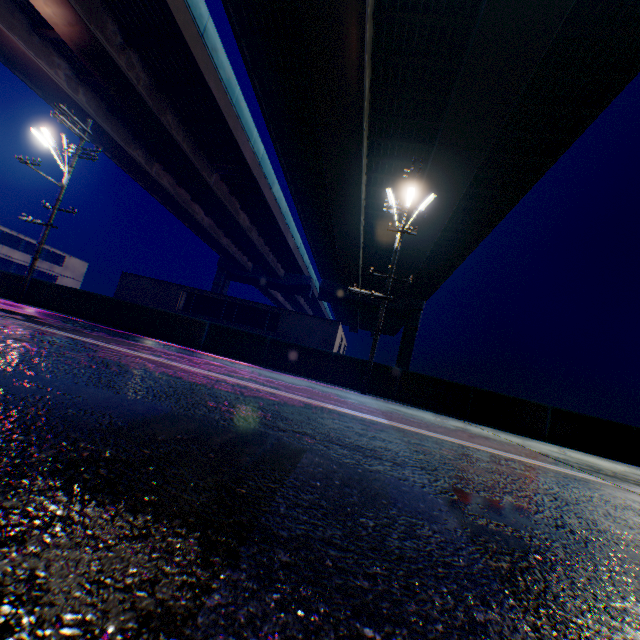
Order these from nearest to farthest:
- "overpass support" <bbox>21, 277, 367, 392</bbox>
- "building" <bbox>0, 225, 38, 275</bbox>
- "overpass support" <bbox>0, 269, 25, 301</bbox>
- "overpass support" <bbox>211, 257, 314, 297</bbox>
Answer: "overpass support" <bbox>21, 277, 367, 392</bbox>, "overpass support" <bbox>0, 269, 25, 301</bbox>, "building" <bbox>0, 225, 38, 275</bbox>, "overpass support" <bbox>211, 257, 314, 297</bbox>

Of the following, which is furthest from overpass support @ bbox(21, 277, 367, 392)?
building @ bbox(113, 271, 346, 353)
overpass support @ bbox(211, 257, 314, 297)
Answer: building @ bbox(113, 271, 346, 353)

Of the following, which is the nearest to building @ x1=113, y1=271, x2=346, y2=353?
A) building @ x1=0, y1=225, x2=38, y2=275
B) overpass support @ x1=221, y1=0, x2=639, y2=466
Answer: building @ x1=0, y1=225, x2=38, y2=275

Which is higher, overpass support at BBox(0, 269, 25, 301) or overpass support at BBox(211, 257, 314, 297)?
overpass support at BBox(211, 257, 314, 297)

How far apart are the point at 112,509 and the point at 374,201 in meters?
28.2

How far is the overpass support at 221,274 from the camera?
50.9 meters

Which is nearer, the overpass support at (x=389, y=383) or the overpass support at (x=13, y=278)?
the overpass support at (x=389, y=383)
